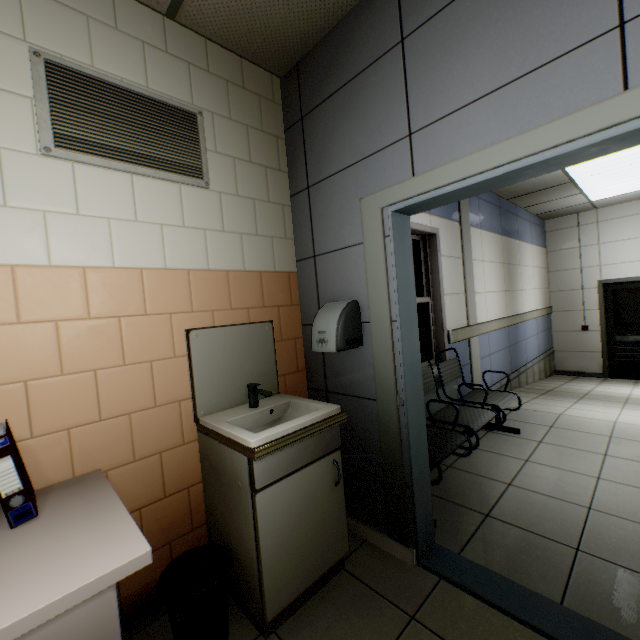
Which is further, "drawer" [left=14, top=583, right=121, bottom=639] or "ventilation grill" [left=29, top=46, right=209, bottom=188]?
"ventilation grill" [left=29, top=46, right=209, bottom=188]

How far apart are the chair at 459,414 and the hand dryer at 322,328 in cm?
73

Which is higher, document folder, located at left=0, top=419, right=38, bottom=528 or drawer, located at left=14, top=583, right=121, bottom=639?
document folder, located at left=0, top=419, right=38, bottom=528

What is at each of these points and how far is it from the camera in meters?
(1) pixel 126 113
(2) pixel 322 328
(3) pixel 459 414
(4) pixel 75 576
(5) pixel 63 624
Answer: (1) ventilation grill, 1.7
(2) hand dryer, 2.0
(3) chair, 3.0
(4) table, 0.9
(5) drawer, 0.9

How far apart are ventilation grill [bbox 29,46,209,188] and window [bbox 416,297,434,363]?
2.0m

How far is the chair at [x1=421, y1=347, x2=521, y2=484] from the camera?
2.4m

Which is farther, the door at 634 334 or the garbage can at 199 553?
the door at 634 334

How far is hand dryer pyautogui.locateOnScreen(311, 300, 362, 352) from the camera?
1.91m
